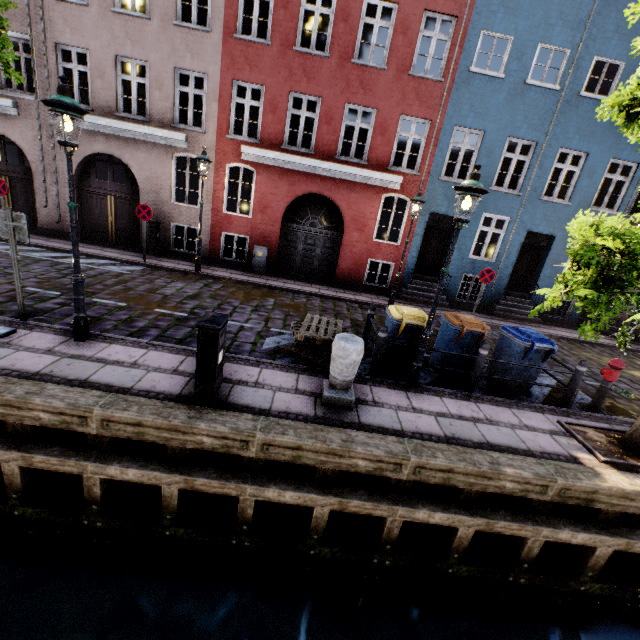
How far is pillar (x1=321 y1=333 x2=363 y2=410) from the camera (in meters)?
4.74

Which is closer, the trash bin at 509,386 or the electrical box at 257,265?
the trash bin at 509,386

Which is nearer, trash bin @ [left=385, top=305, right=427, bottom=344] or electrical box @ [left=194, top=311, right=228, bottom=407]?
electrical box @ [left=194, top=311, right=228, bottom=407]

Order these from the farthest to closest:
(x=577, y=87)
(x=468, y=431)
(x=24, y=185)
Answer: (x=24, y=185) → (x=577, y=87) → (x=468, y=431)

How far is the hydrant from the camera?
6.3m

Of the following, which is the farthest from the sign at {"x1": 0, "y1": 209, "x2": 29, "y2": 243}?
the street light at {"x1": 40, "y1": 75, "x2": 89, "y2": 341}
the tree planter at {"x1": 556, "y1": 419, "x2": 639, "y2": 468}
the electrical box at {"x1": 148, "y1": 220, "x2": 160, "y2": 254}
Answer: the tree planter at {"x1": 556, "y1": 419, "x2": 639, "y2": 468}

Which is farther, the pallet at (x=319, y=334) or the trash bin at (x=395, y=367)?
the trash bin at (x=395, y=367)

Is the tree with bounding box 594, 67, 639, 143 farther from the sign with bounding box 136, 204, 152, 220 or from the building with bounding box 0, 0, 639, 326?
the sign with bounding box 136, 204, 152, 220
